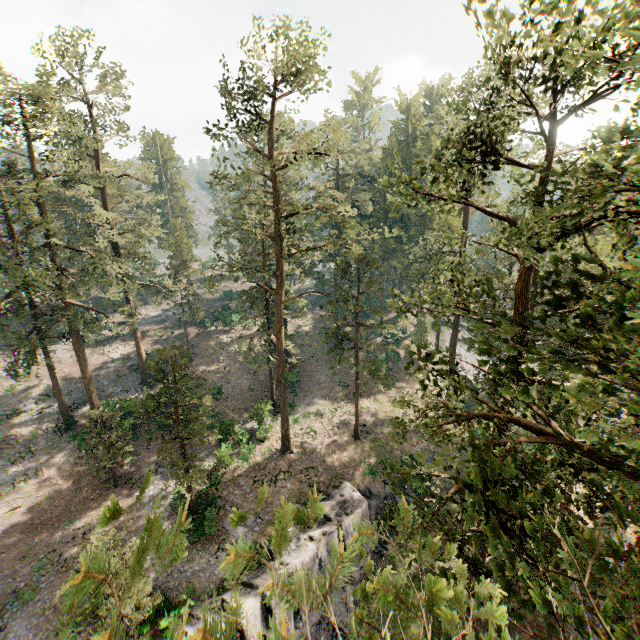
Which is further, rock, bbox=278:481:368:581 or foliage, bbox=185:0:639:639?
rock, bbox=278:481:368:581

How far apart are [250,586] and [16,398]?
34.9m

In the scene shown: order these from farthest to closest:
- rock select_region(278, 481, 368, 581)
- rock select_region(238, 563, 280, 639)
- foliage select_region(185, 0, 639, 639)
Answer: rock select_region(278, 481, 368, 581) < rock select_region(238, 563, 280, 639) < foliage select_region(185, 0, 639, 639)

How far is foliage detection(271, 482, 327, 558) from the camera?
2.0m

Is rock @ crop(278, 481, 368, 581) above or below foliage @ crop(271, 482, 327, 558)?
below

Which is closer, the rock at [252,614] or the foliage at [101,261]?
the foliage at [101,261]

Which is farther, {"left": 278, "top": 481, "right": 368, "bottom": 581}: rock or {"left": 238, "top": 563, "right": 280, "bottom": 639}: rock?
{"left": 278, "top": 481, "right": 368, "bottom": 581}: rock
